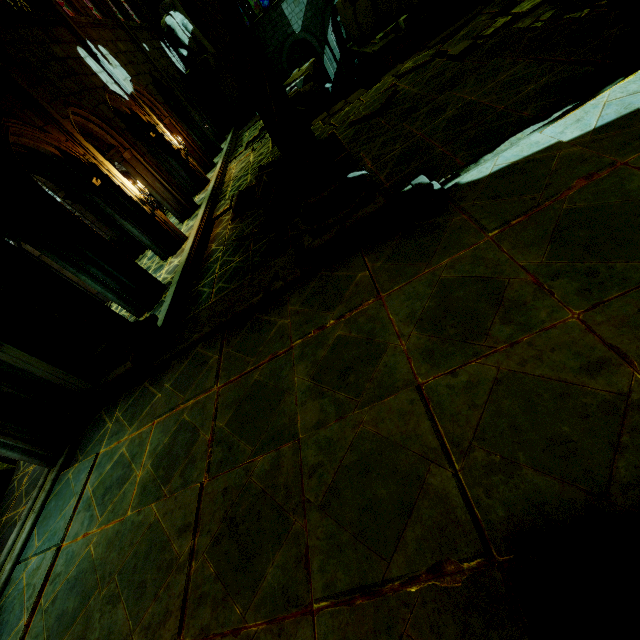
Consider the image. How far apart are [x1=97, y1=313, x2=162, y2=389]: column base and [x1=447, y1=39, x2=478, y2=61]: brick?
9.2m

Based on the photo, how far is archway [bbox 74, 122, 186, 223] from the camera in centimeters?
1089cm

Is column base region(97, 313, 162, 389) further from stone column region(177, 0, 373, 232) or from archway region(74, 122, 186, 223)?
stone column region(177, 0, 373, 232)

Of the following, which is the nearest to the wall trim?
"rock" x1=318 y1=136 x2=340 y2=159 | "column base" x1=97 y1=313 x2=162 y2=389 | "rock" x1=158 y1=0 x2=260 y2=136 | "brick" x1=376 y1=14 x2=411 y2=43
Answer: "column base" x1=97 y1=313 x2=162 y2=389

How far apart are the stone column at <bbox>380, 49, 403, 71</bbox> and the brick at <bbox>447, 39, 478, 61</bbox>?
12.34m

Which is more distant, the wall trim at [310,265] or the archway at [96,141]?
the archway at [96,141]

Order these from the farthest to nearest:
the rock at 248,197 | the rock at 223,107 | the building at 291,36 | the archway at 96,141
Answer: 1. the building at 291,36
2. the rock at 223,107
3. the archway at 96,141
4. the rock at 248,197

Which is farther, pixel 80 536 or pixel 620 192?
pixel 80 536
